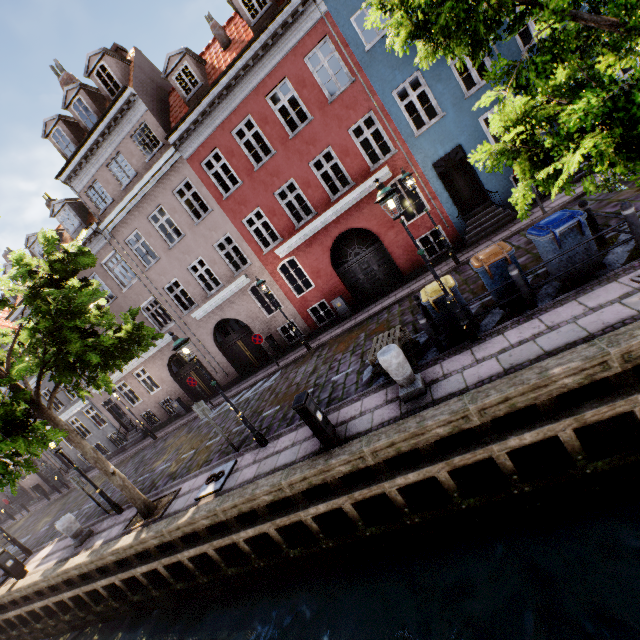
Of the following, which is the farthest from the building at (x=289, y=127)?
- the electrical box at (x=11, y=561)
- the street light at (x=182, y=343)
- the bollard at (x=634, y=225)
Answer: the electrical box at (x=11, y=561)

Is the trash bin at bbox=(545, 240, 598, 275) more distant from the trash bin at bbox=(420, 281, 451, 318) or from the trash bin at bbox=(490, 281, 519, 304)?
the trash bin at bbox=(420, 281, 451, 318)

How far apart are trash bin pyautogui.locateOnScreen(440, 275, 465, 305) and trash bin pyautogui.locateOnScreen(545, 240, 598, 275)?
1.64m

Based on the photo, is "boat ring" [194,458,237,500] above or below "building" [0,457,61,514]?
below

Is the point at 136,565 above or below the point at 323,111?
below

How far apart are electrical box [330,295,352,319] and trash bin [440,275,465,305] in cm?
705

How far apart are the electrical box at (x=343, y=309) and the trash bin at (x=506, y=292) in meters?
7.6

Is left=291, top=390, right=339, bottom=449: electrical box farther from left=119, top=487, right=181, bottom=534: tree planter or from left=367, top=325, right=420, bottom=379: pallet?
left=119, top=487, right=181, bottom=534: tree planter
